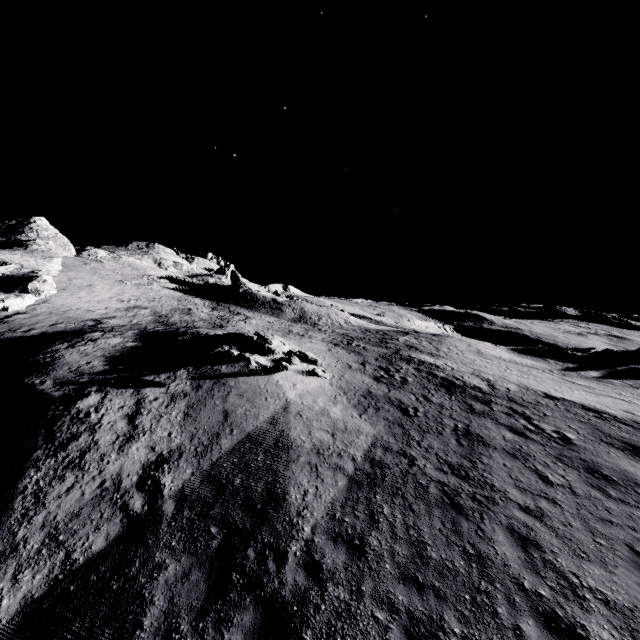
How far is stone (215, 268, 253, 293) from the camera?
51.28m

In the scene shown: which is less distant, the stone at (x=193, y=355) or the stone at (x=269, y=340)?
the stone at (x=193, y=355)

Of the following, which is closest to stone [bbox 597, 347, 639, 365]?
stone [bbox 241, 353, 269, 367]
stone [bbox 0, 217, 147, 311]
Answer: stone [bbox 241, 353, 269, 367]

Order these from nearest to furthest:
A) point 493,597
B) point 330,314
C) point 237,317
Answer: point 493,597
point 237,317
point 330,314

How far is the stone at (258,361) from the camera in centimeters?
1452cm

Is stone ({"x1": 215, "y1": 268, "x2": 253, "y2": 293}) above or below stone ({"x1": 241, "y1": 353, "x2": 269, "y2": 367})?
above

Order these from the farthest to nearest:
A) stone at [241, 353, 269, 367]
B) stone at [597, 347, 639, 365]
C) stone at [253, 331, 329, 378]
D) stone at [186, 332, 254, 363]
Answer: stone at [597, 347, 639, 365] → stone at [253, 331, 329, 378] → stone at [186, 332, 254, 363] → stone at [241, 353, 269, 367]

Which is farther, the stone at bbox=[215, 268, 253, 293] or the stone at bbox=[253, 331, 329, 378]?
the stone at bbox=[215, 268, 253, 293]
